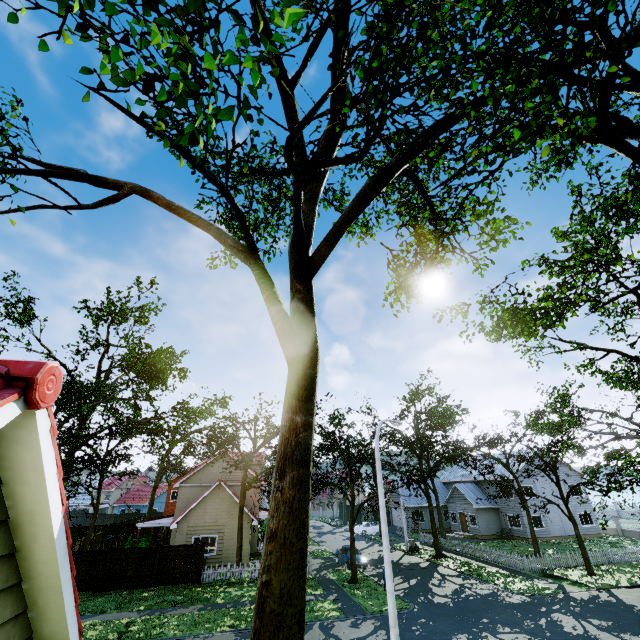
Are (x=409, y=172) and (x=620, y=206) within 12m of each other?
yes

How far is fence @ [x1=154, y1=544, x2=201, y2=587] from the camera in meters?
21.8 m

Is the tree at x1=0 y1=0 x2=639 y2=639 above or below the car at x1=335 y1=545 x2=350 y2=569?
above

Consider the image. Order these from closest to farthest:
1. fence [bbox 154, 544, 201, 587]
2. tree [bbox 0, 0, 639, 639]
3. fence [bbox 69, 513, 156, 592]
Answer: tree [bbox 0, 0, 639, 639] < fence [bbox 69, 513, 156, 592] < fence [bbox 154, 544, 201, 587]

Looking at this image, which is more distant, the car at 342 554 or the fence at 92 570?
the car at 342 554

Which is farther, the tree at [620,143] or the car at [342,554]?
the car at [342,554]

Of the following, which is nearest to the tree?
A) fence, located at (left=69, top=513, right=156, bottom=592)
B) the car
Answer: fence, located at (left=69, top=513, right=156, bottom=592)
